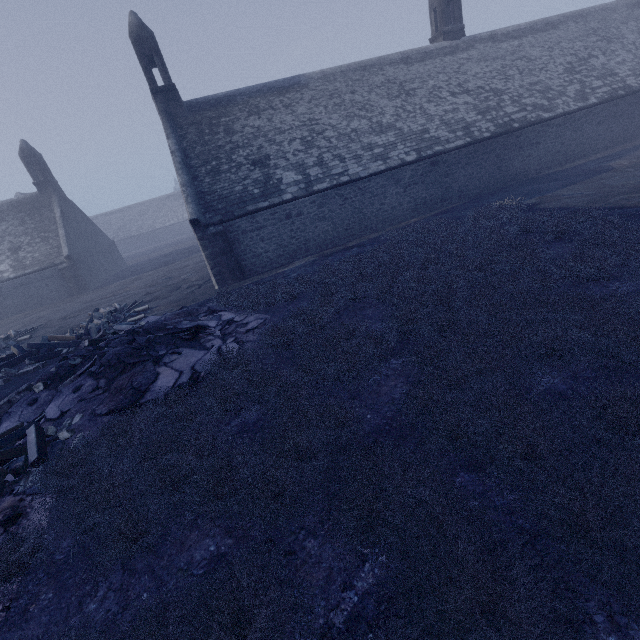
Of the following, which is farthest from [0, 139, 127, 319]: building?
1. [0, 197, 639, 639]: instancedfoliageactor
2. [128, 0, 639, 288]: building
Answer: [0, 197, 639, 639]: instancedfoliageactor

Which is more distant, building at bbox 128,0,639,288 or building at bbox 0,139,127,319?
building at bbox 0,139,127,319

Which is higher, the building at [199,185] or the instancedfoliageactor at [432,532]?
the building at [199,185]

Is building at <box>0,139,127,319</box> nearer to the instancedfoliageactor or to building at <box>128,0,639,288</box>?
building at <box>128,0,639,288</box>

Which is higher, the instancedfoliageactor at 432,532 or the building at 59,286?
the building at 59,286

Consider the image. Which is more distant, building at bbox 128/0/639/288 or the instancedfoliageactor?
building at bbox 128/0/639/288

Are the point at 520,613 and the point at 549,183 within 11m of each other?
no

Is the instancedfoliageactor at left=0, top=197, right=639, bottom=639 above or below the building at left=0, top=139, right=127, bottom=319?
below
